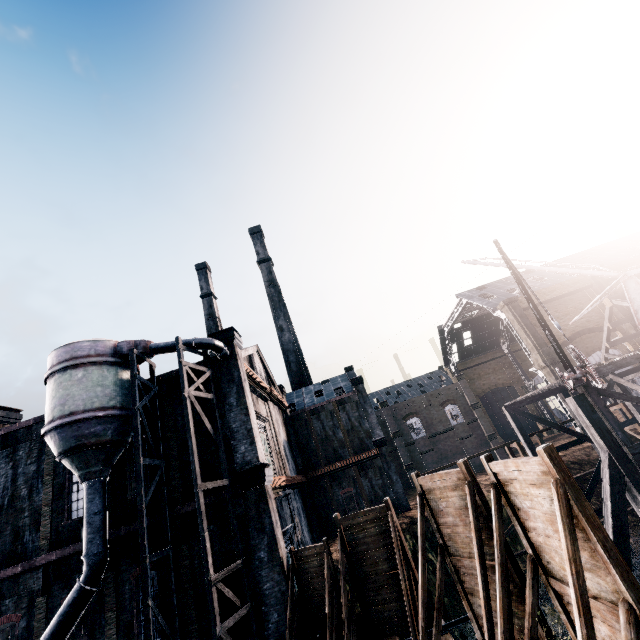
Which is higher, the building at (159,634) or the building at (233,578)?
the building at (233,578)

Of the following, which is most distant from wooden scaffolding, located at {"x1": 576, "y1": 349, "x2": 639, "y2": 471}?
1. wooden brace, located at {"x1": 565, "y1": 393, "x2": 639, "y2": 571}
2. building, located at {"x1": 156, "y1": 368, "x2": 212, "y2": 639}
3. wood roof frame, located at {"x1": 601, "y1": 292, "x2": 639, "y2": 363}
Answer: building, located at {"x1": 156, "y1": 368, "x2": 212, "y2": 639}

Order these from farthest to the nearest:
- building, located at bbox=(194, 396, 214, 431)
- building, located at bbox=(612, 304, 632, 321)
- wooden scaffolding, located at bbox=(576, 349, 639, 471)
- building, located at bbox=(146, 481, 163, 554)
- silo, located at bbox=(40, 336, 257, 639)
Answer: building, located at bbox=(612, 304, 632, 321) → building, located at bbox=(194, 396, 214, 431) → building, located at bbox=(146, 481, 163, 554) → wooden scaffolding, located at bbox=(576, 349, 639, 471) → silo, located at bbox=(40, 336, 257, 639)

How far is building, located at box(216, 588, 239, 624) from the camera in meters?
15.1

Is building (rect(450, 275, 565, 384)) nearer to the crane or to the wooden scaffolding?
the wooden scaffolding

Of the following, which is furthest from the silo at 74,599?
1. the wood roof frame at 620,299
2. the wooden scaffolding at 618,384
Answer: the wood roof frame at 620,299

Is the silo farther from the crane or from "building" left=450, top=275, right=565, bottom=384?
"building" left=450, top=275, right=565, bottom=384

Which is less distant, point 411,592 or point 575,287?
point 411,592
